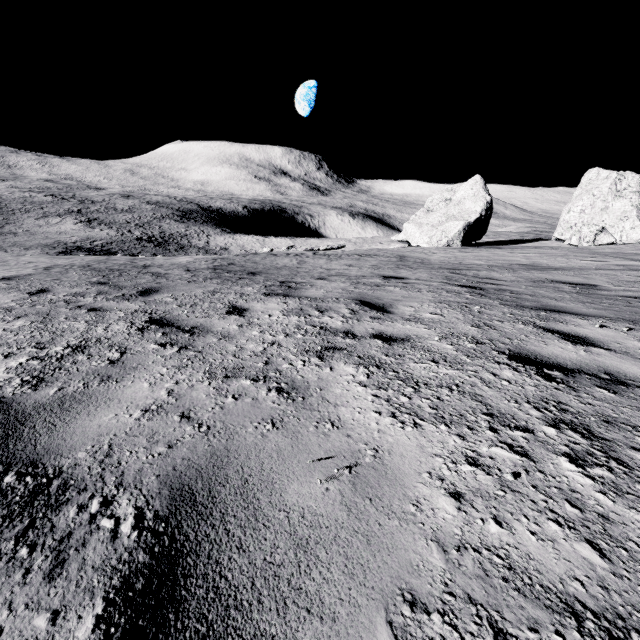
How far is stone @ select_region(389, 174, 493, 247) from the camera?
24.3 meters

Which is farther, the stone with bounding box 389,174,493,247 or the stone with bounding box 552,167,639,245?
the stone with bounding box 389,174,493,247

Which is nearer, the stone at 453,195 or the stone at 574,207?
the stone at 574,207

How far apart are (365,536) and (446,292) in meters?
5.1

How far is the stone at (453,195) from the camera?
24.3 meters
